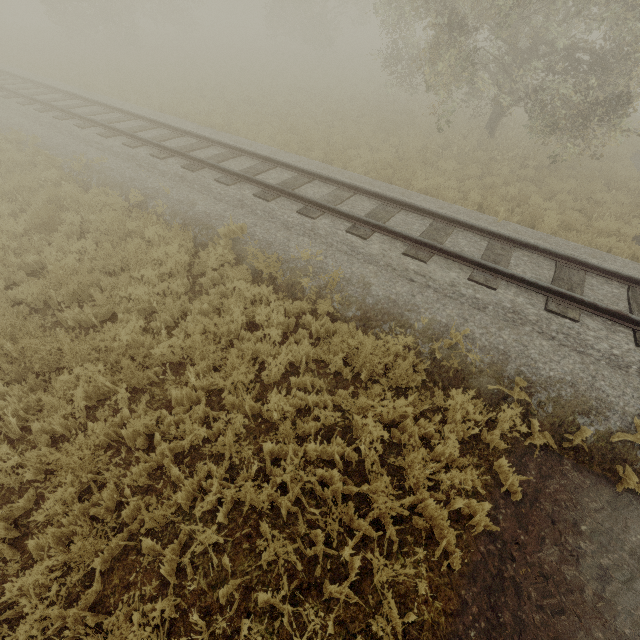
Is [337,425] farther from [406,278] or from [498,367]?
[406,278]
